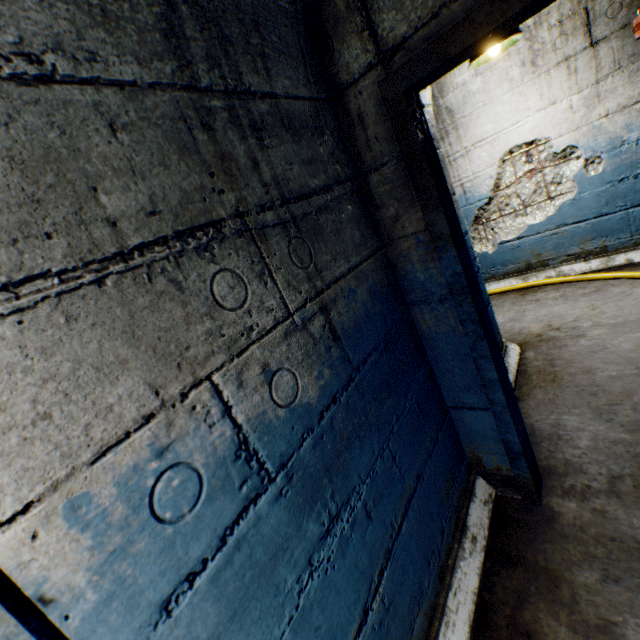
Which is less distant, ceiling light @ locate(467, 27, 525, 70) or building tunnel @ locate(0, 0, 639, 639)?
building tunnel @ locate(0, 0, 639, 639)

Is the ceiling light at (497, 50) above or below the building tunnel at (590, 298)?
above

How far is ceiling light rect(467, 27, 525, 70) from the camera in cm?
269

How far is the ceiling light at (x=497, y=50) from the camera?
2.7m

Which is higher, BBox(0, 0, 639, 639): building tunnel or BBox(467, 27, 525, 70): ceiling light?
BBox(467, 27, 525, 70): ceiling light

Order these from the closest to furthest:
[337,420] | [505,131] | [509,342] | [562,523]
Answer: [337,420], [562,523], [509,342], [505,131]
